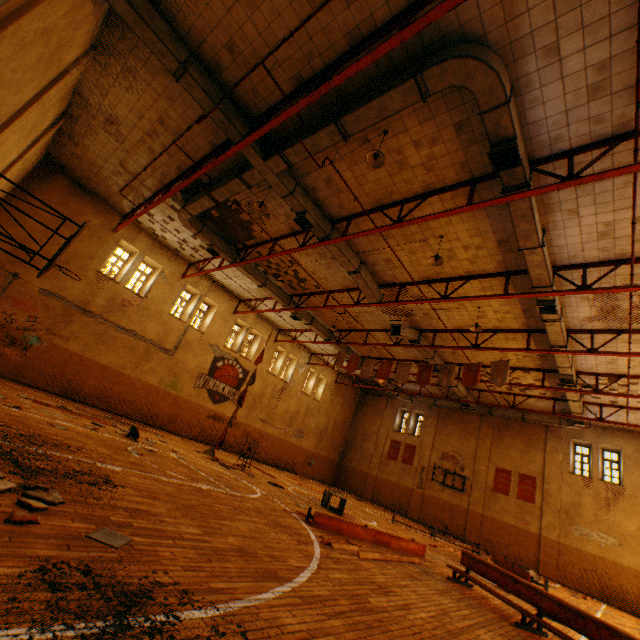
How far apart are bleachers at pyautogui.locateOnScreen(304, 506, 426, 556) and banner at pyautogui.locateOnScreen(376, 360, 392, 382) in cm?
774

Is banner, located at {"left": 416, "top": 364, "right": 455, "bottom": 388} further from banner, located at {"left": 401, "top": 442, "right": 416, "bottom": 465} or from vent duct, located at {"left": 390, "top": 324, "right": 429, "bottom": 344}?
banner, located at {"left": 401, "top": 442, "right": 416, "bottom": 465}

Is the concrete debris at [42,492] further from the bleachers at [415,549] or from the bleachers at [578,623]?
the bleachers at [578,623]

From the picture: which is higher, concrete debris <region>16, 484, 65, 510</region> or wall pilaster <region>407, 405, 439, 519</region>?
wall pilaster <region>407, 405, 439, 519</region>

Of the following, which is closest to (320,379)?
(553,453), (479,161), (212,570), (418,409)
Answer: (418,409)

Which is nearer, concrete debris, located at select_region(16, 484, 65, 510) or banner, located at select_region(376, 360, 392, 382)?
concrete debris, located at select_region(16, 484, 65, 510)

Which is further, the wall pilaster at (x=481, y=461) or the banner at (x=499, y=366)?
the wall pilaster at (x=481, y=461)

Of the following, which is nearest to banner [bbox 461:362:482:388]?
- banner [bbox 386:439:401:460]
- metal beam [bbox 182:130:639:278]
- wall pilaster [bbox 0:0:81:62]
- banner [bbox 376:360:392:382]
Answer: banner [bbox 376:360:392:382]
